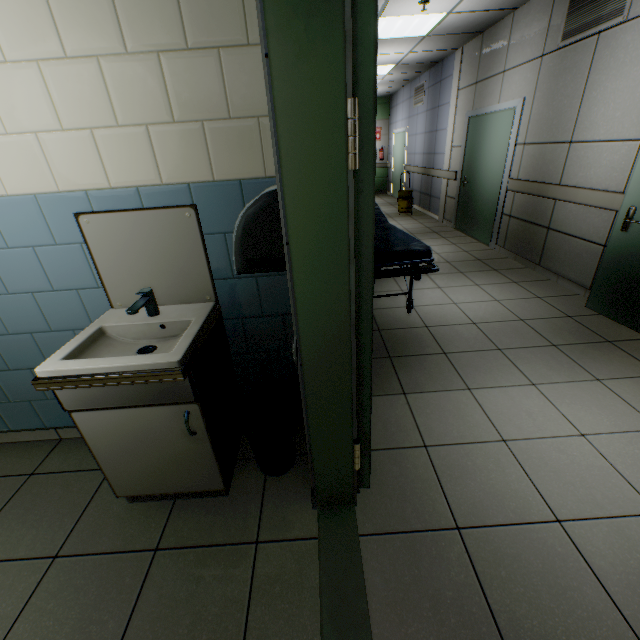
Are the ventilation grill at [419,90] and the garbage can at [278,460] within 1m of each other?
no

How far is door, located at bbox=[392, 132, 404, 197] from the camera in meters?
10.5 m

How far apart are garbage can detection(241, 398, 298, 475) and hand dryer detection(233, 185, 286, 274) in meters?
0.9 m

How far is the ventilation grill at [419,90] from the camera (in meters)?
8.29

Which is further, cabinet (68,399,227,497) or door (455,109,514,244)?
door (455,109,514,244)

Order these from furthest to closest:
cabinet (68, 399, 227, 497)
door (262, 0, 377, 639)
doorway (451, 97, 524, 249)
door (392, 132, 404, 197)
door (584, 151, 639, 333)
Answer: door (392, 132, 404, 197)
doorway (451, 97, 524, 249)
door (584, 151, 639, 333)
cabinet (68, 399, 227, 497)
door (262, 0, 377, 639)

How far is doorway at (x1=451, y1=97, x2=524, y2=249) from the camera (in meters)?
4.70

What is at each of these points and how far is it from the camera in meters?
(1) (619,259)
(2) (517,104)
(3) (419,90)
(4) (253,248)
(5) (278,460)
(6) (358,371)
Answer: (1) door, 3.0
(2) doorway, 4.7
(3) ventilation grill, 8.6
(4) hand dryer, 1.2
(5) garbage can, 1.9
(6) door, 1.4
